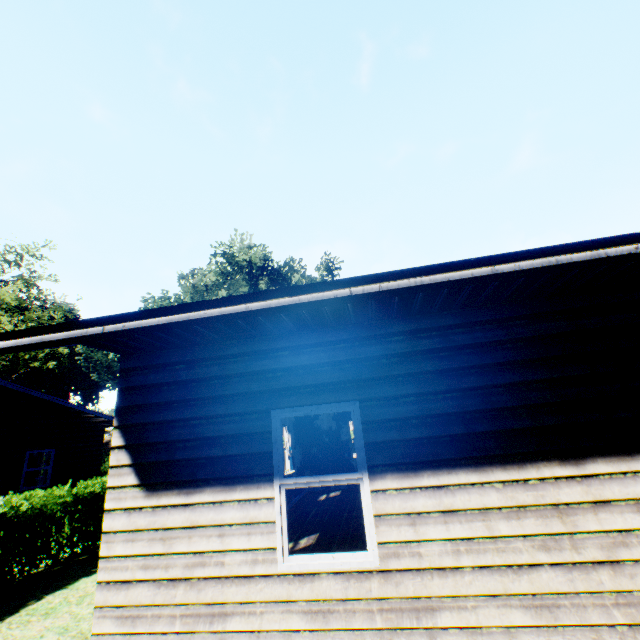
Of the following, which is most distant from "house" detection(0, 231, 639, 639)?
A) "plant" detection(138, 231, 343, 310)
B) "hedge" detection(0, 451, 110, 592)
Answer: "plant" detection(138, 231, 343, 310)

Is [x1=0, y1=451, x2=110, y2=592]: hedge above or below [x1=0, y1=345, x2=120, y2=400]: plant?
below

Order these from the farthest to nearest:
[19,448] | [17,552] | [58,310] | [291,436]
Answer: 1. [58,310]
2. [19,448]
3. [291,436]
4. [17,552]

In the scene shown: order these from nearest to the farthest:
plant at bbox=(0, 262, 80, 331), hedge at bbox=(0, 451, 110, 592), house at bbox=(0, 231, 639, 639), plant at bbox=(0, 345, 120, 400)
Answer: house at bbox=(0, 231, 639, 639) < hedge at bbox=(0, 451, 110, 592) < plant at bbox=(0, 262, 80, 331) < plant at bbox=(0, 345, 120, 400)

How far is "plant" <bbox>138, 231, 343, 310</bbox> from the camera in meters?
37.1

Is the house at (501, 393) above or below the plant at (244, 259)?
below

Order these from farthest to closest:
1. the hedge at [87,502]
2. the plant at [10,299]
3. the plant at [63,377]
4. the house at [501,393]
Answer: the plant at [63,377] < the plant at [10,299] < the hedge at [87,502] < the house at [501,393]

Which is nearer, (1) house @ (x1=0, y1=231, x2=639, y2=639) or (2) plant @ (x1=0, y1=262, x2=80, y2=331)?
(1) house @ (x1=0, y1=231, x2=639, y2=639)
